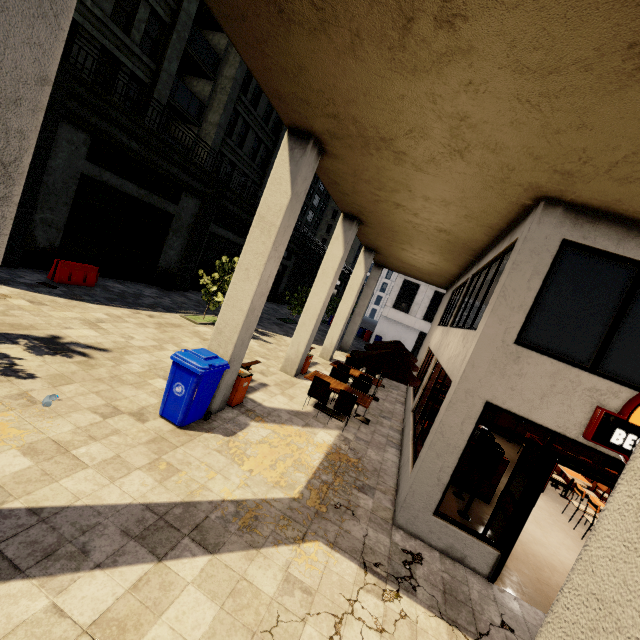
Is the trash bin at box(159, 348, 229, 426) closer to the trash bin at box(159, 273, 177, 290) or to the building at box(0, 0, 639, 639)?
the building at box(0, 0, 639, 639)

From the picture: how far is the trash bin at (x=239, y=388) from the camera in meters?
7.5

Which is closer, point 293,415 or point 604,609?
point 604,609

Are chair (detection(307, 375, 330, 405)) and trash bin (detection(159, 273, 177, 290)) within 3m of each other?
no

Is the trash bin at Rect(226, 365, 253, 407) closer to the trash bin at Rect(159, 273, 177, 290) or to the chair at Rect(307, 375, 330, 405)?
the chair at Rect(307, 375, 330, 405)

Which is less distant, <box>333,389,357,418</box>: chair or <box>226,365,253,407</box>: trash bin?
<box>226,365,253,407</box>: trash bin

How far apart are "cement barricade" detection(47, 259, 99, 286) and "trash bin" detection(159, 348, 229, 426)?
8.5 meters

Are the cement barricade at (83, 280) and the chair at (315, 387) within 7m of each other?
no
